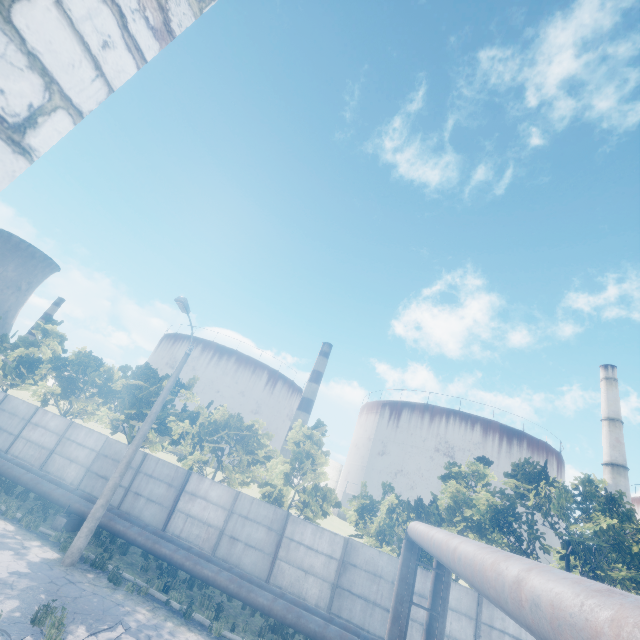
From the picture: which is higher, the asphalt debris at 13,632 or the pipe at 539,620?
the pipe at 539,620

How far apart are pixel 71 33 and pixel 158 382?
26.2 meters

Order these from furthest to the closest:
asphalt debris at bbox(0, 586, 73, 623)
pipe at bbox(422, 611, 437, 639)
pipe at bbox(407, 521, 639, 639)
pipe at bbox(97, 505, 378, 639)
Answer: pipe at bbox(97, 505, 378, 639), pipe at bbox(422, 611, 437, 639), asphalt debris at bbox(0, 586, 73, 623), pipe at bbox(407, 521, 639, 639)

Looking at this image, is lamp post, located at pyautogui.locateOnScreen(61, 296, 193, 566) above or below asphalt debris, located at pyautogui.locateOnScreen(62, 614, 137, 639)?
above

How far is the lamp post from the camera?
11.6 meters

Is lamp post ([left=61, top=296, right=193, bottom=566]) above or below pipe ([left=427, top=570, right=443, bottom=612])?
below

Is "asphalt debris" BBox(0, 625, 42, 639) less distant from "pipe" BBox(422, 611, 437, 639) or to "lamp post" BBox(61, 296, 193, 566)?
"lamp post" BBox(61, 296, 193, 566)

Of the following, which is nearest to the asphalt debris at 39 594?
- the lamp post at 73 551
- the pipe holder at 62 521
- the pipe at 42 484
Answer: the lamp post at 73 551
